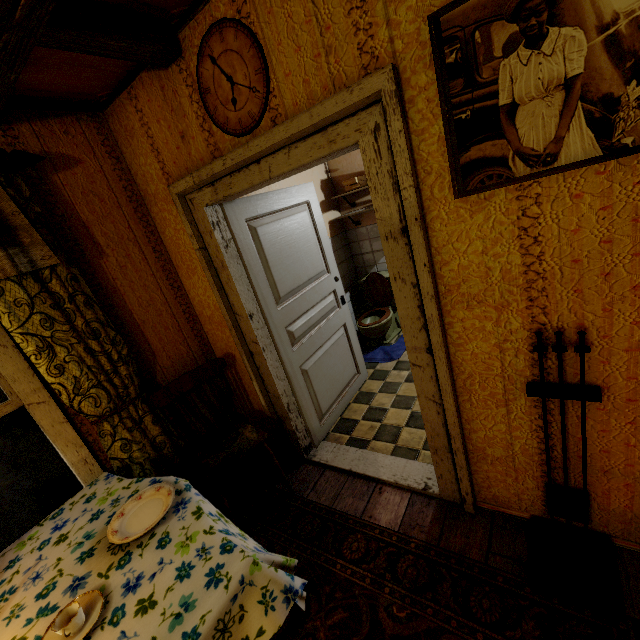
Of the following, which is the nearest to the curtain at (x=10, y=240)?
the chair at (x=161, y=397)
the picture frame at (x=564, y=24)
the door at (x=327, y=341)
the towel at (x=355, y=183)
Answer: the chair at (x=161, y=397)

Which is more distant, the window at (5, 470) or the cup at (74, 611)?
the window at (5, 470)

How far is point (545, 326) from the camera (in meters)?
1.30

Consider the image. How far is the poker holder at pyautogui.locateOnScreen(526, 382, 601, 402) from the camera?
1.3m

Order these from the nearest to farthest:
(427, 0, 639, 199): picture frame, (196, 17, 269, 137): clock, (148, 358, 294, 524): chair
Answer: (427, 0, 639, 199): picture frame
(196, 17, 269, 137): clock
(148, 358, 294, 524): chair

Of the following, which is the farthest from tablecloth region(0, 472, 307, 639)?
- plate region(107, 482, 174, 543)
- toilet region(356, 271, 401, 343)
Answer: toilet region(356, 271, 401, 343)

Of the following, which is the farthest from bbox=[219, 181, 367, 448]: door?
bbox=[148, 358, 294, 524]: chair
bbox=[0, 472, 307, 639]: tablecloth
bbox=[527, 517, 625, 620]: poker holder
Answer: bbox=[527, 517, 625, 620]: poker holder

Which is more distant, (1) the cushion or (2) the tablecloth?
(1) the cushion
